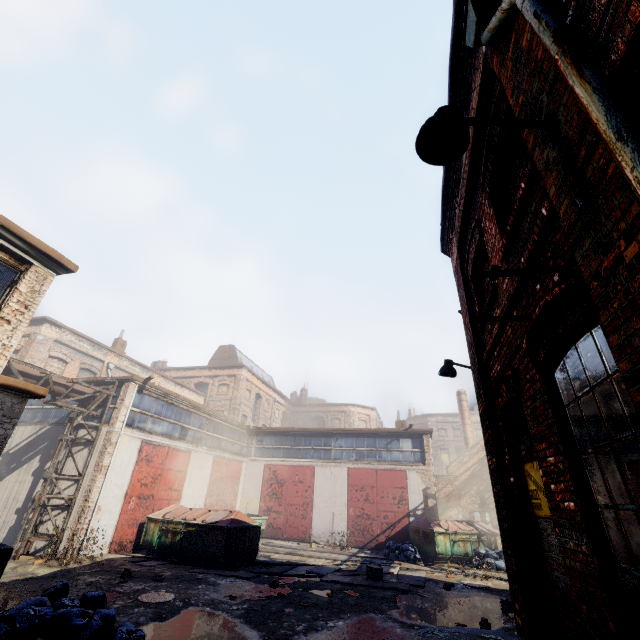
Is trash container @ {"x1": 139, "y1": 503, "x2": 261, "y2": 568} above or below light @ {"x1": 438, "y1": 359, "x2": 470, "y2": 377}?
below

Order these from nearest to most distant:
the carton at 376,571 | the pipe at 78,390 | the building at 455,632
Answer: the building at 455,632 < the carton at 376,571 < the pipe at 78,390

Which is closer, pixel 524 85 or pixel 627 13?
pixel 627 13

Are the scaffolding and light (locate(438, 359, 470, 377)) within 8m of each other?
no

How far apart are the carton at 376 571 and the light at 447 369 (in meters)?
8.18

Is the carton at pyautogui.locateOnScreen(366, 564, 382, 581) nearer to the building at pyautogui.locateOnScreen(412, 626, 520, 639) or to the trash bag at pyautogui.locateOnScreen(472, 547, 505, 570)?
the building at pyautogui.locateOnScreen(412, 626, 520, 639)

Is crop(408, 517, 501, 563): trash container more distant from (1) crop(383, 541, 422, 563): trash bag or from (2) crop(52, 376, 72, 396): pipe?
(2) crop(52, 376, 72, 396): pipe

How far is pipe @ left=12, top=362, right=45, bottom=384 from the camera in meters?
11.2
